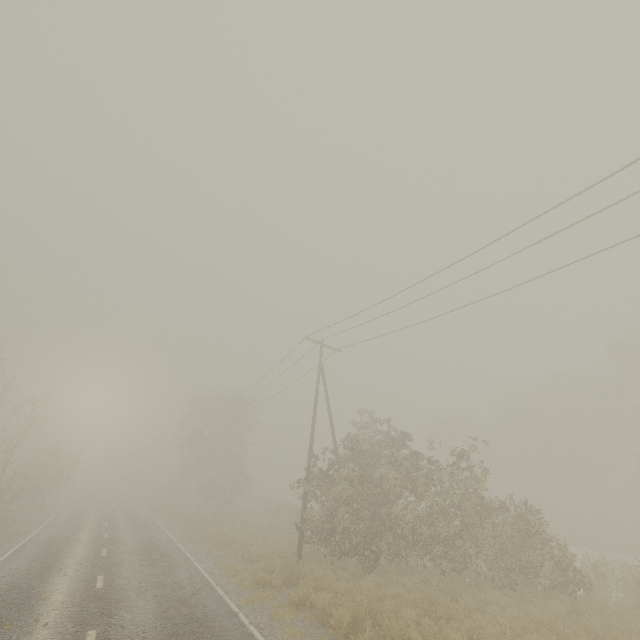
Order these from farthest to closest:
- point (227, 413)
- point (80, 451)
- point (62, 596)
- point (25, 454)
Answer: point (25, 454) → point (227, 413) → point (80, 451) → point (62, 596)
